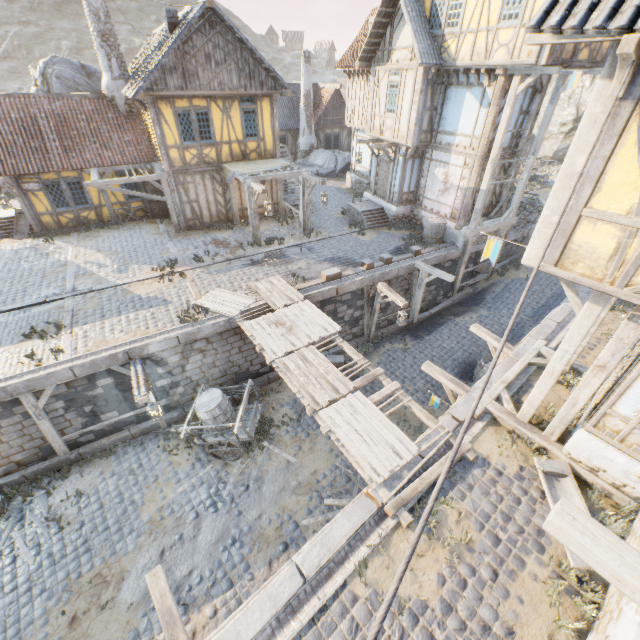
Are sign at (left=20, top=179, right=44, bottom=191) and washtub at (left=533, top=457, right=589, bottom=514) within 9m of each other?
no

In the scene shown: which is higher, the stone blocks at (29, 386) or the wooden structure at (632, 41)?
the wooden structure at (632, 41)

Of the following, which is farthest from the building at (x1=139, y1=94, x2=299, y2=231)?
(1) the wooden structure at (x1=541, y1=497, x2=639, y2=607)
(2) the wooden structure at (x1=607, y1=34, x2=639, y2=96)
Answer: (1) the wooden structure at (x1=541, y1=497, x2=639, y2=607)

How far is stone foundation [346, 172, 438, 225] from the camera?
17.09m

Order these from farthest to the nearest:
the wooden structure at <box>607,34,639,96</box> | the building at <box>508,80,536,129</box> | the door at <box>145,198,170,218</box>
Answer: the door at <box>145,198,170,218</box>, the building at <box>508,80,536,129</box>, the wooden structure at <box>607,34,639,96</box>

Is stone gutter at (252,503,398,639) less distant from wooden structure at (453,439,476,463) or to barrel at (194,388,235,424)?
wooden structure at (453,439,476,463)

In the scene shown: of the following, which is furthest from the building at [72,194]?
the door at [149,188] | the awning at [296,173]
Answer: the awning at [296,173]

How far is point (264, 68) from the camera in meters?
14.6
